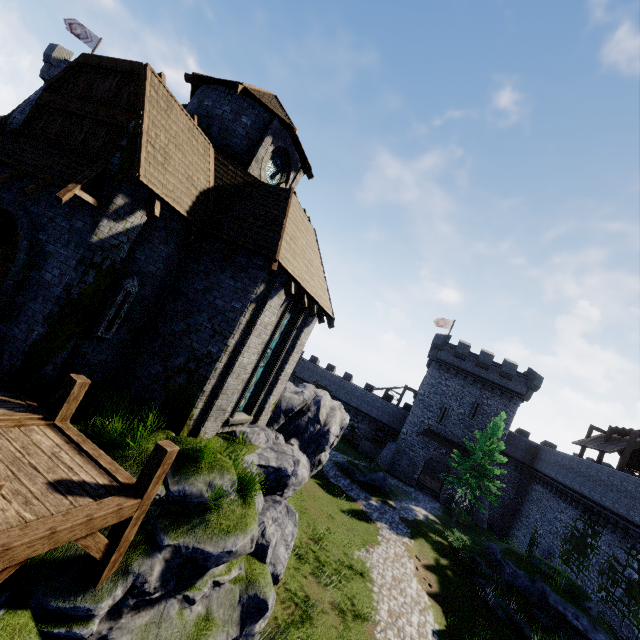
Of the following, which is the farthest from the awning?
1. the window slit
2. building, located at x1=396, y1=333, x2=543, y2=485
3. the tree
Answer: building, located at x1=396, y1=333, x2=543, y2=485

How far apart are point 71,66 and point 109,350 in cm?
885

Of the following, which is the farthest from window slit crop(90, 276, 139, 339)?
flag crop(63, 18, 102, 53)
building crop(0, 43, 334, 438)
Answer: flag crop(63, 18, 102, 53)

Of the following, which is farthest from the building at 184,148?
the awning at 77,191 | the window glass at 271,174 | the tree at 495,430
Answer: the tree at 495,430

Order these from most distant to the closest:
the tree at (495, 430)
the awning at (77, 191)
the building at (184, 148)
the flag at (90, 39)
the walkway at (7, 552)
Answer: the flag at (90, 39) < the tree at (495, 430) < the building at (184, 148) < the awning at (77, 191) < the walkway at (7, 552)

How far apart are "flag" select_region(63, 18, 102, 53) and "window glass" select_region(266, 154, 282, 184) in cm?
3215

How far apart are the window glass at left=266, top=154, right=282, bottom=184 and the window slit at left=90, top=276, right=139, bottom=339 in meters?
7.4 m

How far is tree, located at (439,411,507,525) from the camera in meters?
26.5 m
